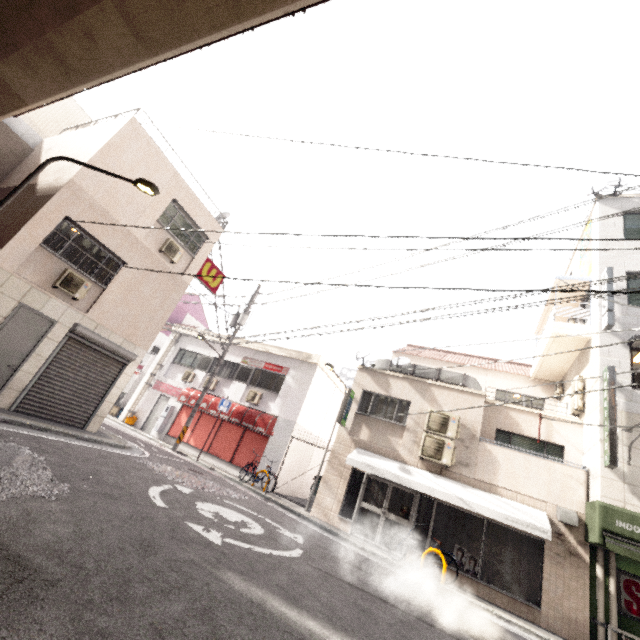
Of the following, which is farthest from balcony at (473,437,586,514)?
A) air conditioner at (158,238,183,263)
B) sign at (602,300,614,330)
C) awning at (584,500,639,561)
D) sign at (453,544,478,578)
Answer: air conditioner at (158,238,183,263)

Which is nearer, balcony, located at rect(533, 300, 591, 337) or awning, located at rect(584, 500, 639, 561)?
awning, located at rect(584, 500, 639, 561)

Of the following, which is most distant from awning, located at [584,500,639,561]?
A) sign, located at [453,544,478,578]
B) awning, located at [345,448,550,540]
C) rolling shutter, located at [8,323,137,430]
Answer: rolling shutter, located at [8,323,137,430]

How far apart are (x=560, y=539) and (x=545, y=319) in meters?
9.6 m

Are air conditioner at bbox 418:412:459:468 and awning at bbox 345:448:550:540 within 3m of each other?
yes

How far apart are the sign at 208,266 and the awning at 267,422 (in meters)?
5.59

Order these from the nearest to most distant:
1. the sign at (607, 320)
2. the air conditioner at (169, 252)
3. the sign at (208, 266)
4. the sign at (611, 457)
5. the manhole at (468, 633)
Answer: the manhole at (468, 633), the sign at (611, 457), the sign at (607, 320), the air conditioner at (169, 252), the sign at (208, 266)

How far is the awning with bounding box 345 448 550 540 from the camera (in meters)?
8.97
